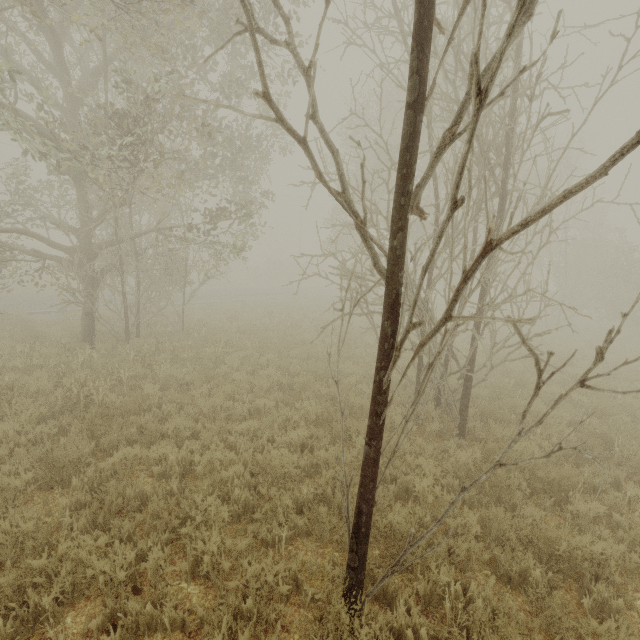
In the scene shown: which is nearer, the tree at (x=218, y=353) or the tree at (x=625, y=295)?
the tree at (x=625, y=295)

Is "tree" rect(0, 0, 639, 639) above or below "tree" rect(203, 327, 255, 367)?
above

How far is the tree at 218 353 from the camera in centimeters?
984cm

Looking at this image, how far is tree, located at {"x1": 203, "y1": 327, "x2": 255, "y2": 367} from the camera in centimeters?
984cm

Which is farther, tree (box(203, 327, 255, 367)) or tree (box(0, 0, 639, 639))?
tree (box(203, 327, 255, 367))

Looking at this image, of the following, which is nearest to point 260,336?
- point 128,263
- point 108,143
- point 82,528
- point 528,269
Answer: point 128,263
